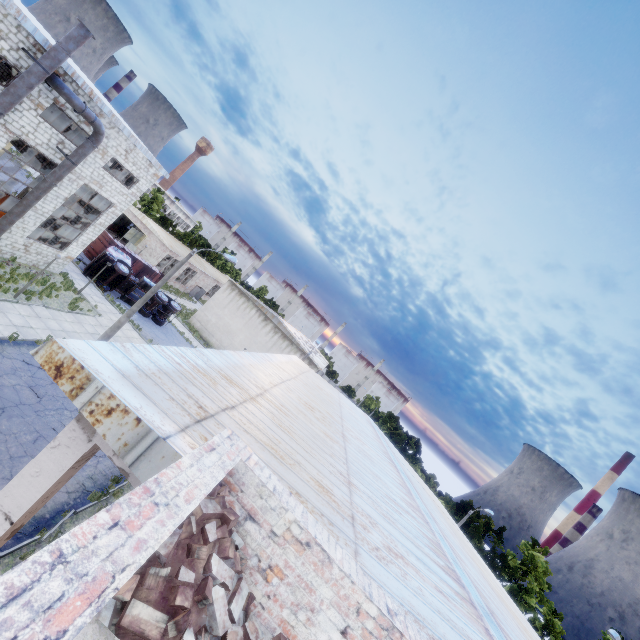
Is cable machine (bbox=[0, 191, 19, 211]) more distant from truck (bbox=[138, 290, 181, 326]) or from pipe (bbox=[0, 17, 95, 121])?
truck (bbox=[138, 290, 181, 326])

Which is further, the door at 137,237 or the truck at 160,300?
the door at 137,237

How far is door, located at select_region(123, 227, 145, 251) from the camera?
41.8m

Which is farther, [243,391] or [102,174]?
[102,174]

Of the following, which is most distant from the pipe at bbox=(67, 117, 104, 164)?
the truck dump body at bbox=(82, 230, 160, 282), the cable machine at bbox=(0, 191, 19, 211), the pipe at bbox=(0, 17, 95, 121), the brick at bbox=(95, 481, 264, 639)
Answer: the brick at bbox=(95, 481, 264, 639)

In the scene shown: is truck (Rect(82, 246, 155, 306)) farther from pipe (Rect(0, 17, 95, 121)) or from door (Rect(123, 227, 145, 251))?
pipe (Rect(0, 17, 95, 121))

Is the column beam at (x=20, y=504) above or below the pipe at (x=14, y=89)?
below

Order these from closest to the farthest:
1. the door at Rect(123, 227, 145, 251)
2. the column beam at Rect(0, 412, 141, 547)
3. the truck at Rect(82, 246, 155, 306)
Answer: the column beam at Rect(0, 412, 141, 547) < the truck at Rect(82, 246, 155, 306) < the door at Rect(123, 227, 145, 251)
